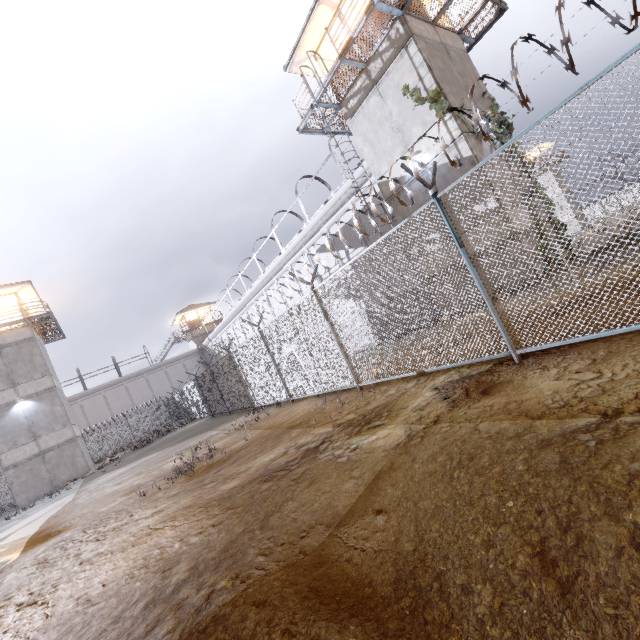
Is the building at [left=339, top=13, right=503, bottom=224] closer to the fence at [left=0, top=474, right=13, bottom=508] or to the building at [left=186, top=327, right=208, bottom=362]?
the fence at [left=0, top=474, right=13, bottom=508]

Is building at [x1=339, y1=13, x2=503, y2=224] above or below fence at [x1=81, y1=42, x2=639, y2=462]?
above

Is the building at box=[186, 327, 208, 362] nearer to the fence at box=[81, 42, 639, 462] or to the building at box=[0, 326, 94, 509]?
the fence at box=[81, 42, 639, 462]

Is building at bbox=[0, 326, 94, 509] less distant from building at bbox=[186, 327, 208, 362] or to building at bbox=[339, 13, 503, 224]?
building at bbox=[186, 327, 208, 362]

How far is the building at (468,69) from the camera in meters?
11.4

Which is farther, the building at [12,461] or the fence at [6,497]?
the fence at [6,497]

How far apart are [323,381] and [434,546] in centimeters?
693cm

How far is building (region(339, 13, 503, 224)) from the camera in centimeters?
1144cm
